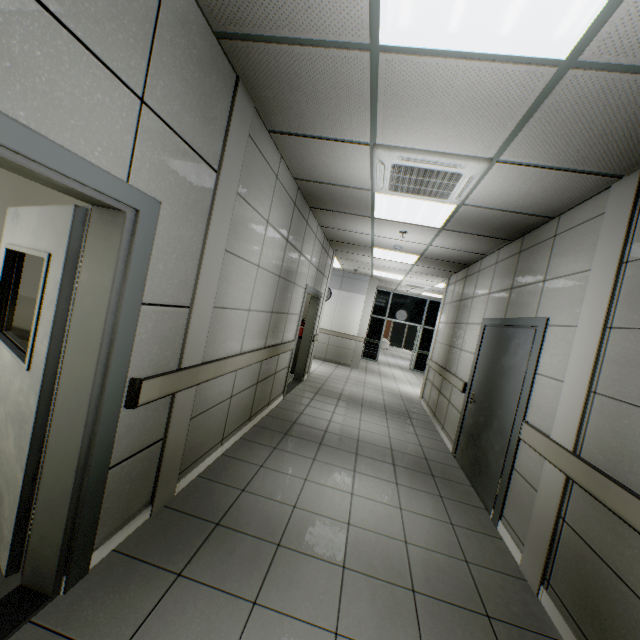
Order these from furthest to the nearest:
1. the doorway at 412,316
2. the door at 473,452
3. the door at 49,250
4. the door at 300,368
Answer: the doorway at 412,316 → the door at 300,368 → the door at 473,452 → the door at 49,250

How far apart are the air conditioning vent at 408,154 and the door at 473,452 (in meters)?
1.58

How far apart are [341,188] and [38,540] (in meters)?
3.96

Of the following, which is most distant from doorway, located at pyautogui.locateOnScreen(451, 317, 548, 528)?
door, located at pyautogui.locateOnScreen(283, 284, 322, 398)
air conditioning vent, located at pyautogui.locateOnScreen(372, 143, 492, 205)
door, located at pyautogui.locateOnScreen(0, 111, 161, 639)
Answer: door, located at pyautogui.locateOnScreen(0, 111, 161, 639)

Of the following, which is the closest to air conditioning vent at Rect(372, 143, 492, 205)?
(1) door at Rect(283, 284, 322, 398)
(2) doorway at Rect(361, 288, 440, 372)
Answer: (1) door at Rect(283, 284, 322, 398)

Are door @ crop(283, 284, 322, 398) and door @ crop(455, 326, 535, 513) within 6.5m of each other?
yes

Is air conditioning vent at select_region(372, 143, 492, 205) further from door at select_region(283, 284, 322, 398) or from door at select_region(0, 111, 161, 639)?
door at select_region(283, 284, 322, 398)

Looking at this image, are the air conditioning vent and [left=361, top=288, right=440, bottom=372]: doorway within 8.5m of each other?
no
